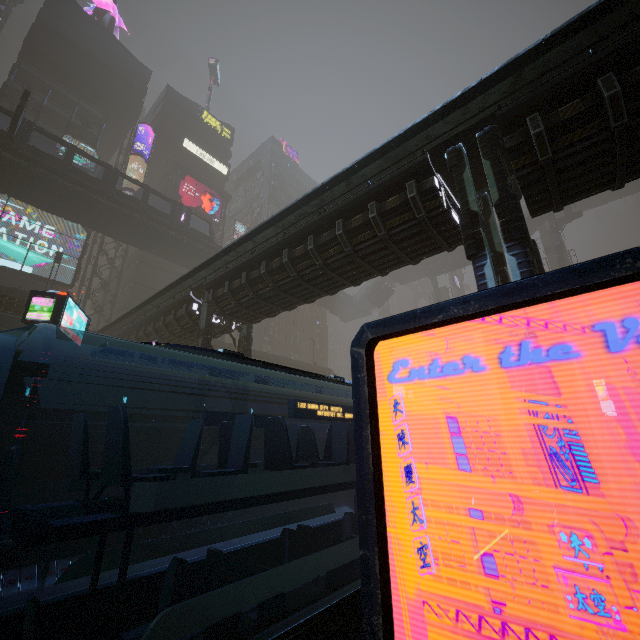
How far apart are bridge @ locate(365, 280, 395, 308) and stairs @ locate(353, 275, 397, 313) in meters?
0.0

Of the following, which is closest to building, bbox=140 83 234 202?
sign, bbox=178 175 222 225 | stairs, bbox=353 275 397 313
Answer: sign, bbox=178 175 222 225

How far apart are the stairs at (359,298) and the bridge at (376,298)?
0.0 meters

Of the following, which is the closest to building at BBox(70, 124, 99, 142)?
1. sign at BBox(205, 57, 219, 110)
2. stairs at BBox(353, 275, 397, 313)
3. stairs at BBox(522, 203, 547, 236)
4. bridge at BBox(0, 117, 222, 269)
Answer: stairs at BBox(522, 203, 547, 236)

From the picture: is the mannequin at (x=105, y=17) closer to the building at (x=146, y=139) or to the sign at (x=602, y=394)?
the building at (x=146, y=139)

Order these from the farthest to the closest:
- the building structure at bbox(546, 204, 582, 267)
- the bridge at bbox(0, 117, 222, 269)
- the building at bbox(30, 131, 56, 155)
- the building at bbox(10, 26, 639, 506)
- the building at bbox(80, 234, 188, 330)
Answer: the building structure at bbox(546, 204, 582, 267), the building at bbox(80, 234, 188, 330), the building at bbox(30, 131, 56, 155), the bridge at bbox(0, 117, 222, 269), the building at bbox(10, 26, 639, 506)

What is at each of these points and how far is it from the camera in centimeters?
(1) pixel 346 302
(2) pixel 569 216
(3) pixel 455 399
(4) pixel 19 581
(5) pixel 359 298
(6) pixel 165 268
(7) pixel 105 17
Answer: (1) bridge, 5384cm
(2) building structure, 4122cm
(3) sm, 4519cm
(4) building, 884cm
(5) stairs, 5444cm
(6) building, 4197cm
(7) mannequin, 4431cm

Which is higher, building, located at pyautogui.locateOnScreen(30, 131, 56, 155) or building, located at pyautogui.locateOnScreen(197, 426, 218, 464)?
building, located at pyautogui.locateOnScreen(30, 131, 56, 155)
